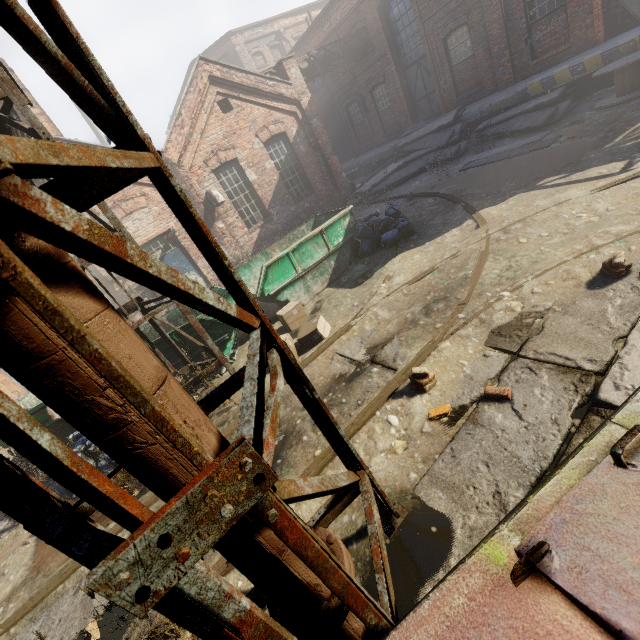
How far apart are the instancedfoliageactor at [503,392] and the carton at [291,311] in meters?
4.4 m

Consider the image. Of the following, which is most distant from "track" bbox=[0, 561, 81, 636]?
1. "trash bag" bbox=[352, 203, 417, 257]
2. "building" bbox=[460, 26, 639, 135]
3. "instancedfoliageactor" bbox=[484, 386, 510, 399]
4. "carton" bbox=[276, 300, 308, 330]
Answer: "building" bbox=[460, 26, 639, 135]

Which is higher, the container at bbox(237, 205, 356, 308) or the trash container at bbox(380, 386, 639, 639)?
the trash container at bbox(380, 386, 639, 639)

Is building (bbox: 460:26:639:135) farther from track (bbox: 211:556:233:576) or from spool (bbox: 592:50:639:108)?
track (bbox: 211:556:233:576)

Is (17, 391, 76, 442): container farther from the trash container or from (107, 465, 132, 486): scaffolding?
the trash container

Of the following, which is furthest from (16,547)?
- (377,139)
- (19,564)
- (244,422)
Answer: (377,139)

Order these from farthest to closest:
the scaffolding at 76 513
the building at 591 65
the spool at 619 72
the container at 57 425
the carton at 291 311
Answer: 1. the building at 591 65
2. the spool at 619 72
3. the carton at 291 311
4. the container at 57 425
5. the scaffolding at 76 513

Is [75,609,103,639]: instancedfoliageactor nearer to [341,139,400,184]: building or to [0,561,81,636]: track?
[0,561,81,636]: track
